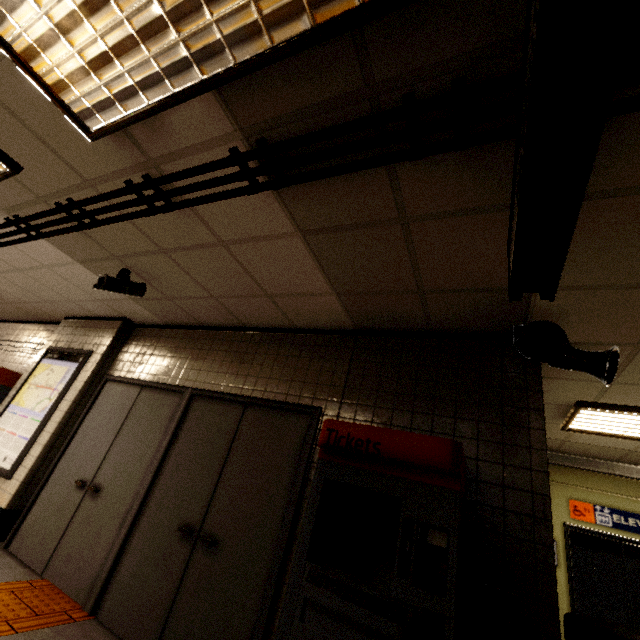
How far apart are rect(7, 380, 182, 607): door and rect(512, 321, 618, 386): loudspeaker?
3.5m

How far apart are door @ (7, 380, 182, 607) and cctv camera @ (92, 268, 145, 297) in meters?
1.2 m

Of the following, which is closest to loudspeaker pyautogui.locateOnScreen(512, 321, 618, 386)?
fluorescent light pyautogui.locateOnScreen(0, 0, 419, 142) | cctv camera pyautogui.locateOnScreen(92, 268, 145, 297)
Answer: fluorescent light pyautogui.locateOnScreen(0, 0, 419, 142)

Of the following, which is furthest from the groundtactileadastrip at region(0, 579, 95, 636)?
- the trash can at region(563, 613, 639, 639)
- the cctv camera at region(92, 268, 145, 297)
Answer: the cctv camera at region(92, 268, 145, 297)

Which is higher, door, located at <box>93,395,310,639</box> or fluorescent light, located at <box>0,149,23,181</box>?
fluorescent light, located at <box>0,149,23,181</box>

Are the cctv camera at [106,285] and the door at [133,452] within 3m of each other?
yes

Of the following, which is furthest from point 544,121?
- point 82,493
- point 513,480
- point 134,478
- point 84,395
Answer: point 84,395

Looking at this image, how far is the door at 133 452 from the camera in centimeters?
321cm
